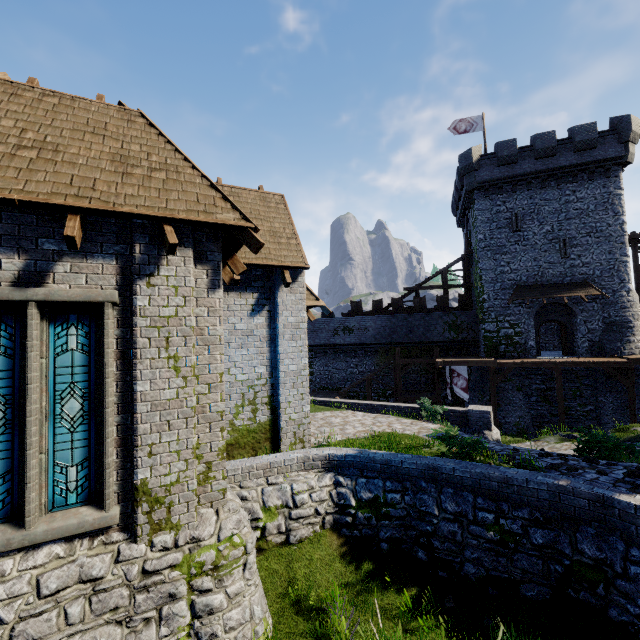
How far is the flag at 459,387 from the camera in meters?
23.9

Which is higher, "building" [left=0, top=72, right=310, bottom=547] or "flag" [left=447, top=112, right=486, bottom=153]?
"flag" [left=447, top=112, right=486, bottom=153]

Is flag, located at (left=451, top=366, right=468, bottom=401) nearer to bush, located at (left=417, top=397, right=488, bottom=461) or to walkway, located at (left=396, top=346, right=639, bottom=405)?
walkway, located at (left=396, top=346, right=639, bottom=405)

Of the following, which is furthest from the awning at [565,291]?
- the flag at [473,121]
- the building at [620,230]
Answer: the flag at [473,121]

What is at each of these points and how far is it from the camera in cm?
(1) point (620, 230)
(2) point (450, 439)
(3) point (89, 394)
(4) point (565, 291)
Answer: (1) building, 2328
(2) bush, 820
(3) window glass, 553
(4) awning, 2384

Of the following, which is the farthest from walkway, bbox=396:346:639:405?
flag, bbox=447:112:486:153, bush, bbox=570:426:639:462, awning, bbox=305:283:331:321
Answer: flag, bbox=447:112:486:153

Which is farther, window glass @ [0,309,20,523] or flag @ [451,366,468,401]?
flag @ [451,366,468,401]

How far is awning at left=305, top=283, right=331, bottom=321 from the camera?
10.7 meters
